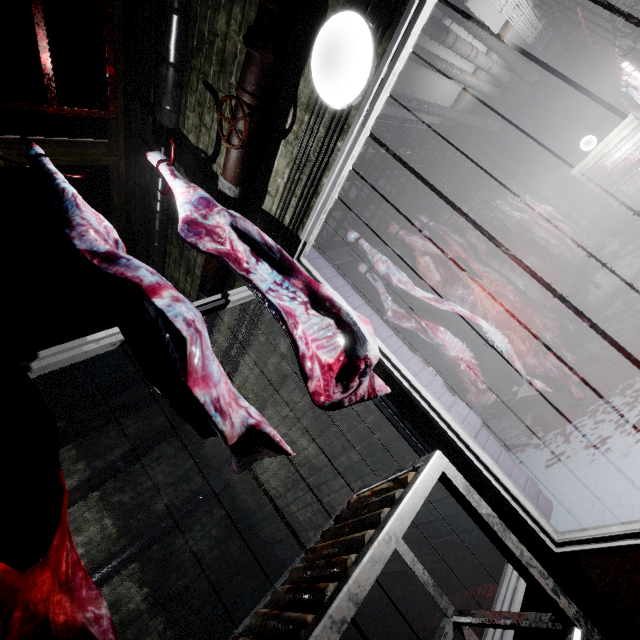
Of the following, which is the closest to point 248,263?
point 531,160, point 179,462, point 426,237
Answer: point 426,237

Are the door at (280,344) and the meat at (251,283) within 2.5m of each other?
yes

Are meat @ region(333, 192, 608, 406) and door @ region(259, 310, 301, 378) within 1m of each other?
no

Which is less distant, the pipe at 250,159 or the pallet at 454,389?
the pipe at 250,159

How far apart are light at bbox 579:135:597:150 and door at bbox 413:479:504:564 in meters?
9.1

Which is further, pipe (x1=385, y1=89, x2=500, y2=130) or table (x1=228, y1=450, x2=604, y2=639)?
pipe (x1=385, y1=89, x2=500, y2=130)

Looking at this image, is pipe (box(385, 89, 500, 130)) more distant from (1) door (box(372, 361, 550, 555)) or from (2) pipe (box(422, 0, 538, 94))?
(1) door (box(372, 361, 550, 555))

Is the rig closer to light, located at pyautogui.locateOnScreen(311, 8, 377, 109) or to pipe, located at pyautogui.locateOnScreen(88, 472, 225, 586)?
light, located at pyautogui.locateOnScreen(311, 8, 377, 109)
